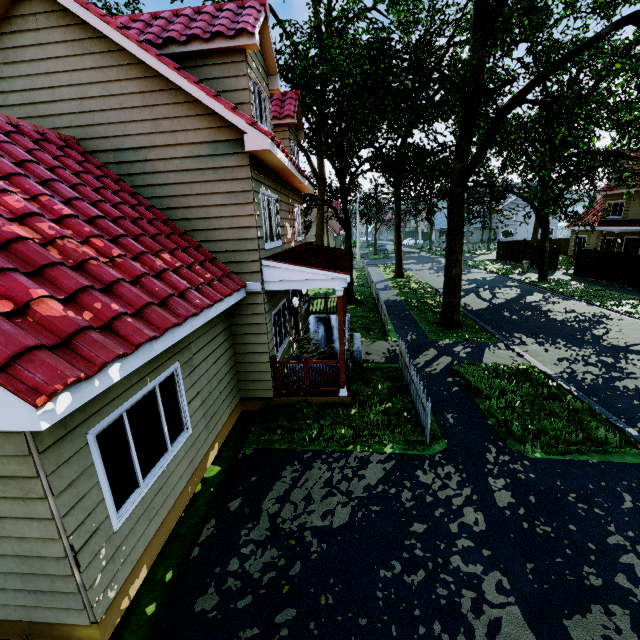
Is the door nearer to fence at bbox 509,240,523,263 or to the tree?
the tree

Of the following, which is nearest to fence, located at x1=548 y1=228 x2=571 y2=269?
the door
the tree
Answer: the tree

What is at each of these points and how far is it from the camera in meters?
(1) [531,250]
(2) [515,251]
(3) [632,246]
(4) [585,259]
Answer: (1) fence, 31.2 m
(2) fence, 34.2 m
(3) door, 25.8 m
(4) fence, 24.1 m

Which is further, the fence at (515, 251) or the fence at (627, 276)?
the fence at (515, 251)

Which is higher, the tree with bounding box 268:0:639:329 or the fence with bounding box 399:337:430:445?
the tree with bounding box 268:0:639:329

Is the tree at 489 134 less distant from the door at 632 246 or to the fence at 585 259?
the fence at 585 259
